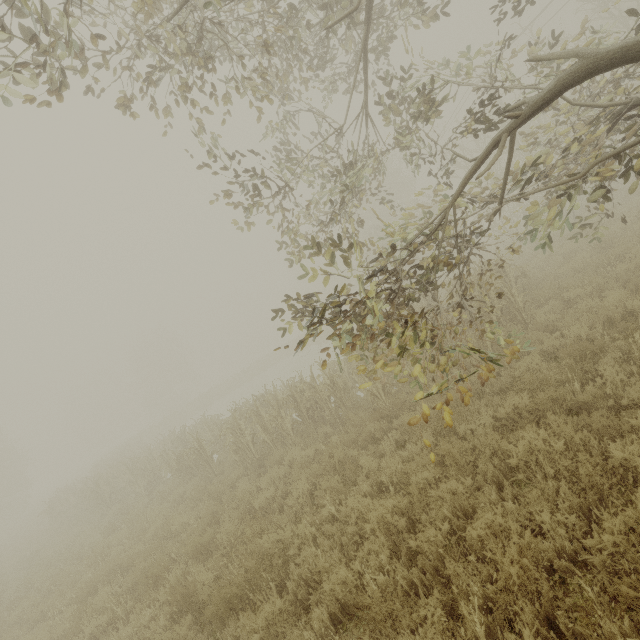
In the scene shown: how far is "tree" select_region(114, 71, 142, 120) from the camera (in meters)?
4.34

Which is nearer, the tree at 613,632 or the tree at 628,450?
the tree at 613,632

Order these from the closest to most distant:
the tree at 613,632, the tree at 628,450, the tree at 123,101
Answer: the tree at 613,632 → the tree at 628,450 → the tree at 123,101

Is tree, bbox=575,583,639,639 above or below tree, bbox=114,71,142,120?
below

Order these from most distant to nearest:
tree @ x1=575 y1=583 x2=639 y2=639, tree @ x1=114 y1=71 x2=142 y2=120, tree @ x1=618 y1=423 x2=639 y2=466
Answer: tree @ x1=114 y1=71 x2=142 y2=120 < tree @ x1=618 y1=423 x2=639 y2=466 < tree @ x1=575 y1=583 x2=639 y2=639

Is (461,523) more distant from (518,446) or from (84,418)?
(84,418)

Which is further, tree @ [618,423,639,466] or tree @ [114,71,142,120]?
tree @ [114,71,142,120]
